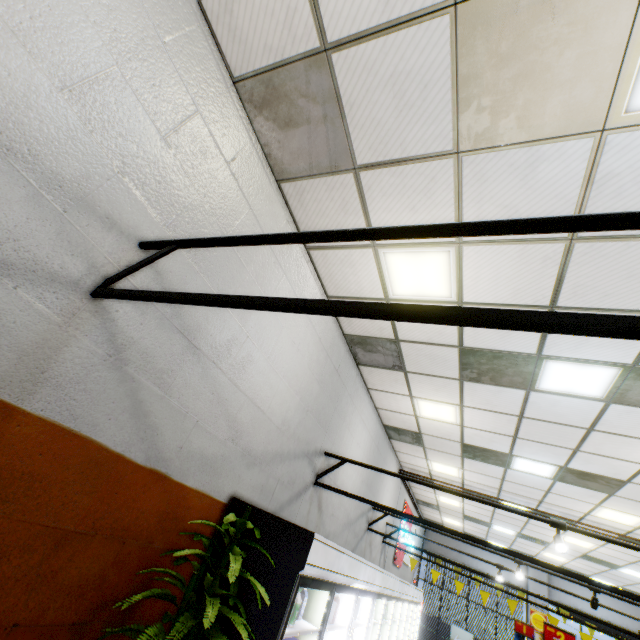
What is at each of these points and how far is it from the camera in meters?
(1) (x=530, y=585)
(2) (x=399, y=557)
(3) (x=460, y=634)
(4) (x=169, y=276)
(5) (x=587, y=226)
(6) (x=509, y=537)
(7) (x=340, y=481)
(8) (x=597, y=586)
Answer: (1) building, 13.6 m
(2) sign, 10.6 m
(3) sign, 13.2 m
(4) building, 2.4 m
(5) light truss, 1.0 m
(6) building, 12.1 m
(7) building, 5.6 m
(8) light truss, 3.2 m

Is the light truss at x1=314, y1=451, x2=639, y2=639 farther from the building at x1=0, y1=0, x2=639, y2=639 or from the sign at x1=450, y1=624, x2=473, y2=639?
the sign at x1=450, y1=624, x2=473, y2=639

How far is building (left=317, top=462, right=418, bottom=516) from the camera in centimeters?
553cm

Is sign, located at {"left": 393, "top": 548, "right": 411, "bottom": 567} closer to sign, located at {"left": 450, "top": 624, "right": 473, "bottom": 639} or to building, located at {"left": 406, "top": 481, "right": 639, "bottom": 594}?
building, located at {"left": 406, "top": 481, "right": 639, "bottom": 594}

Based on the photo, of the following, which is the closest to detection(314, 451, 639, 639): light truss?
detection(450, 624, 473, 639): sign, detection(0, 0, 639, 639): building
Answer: A: detection(0, 0, 639, 639): building

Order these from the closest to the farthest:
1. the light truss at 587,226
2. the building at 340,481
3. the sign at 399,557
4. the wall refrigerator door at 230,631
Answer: the light truss at 587,226
the wall refrigerator door at 230,631
the building at 340,481
the sign at 399,557

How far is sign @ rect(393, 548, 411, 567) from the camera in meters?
10.1 m

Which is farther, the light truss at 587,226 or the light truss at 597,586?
the light truss at 597,586
